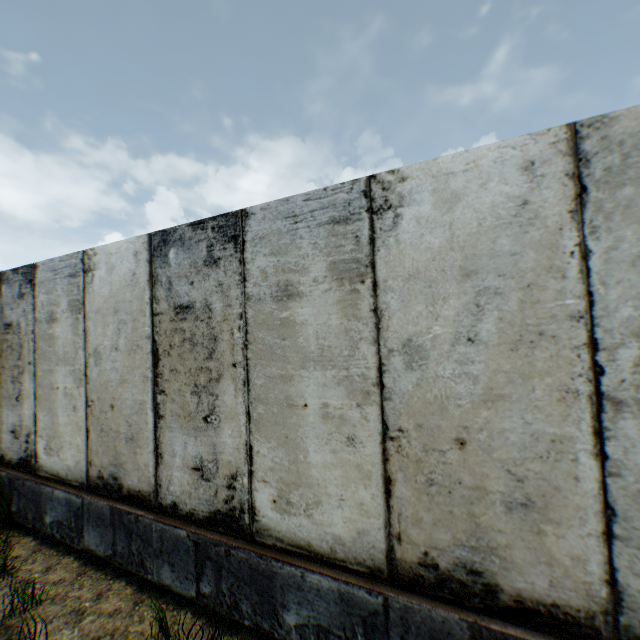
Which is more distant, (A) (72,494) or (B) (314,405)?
(A) (72,494)
